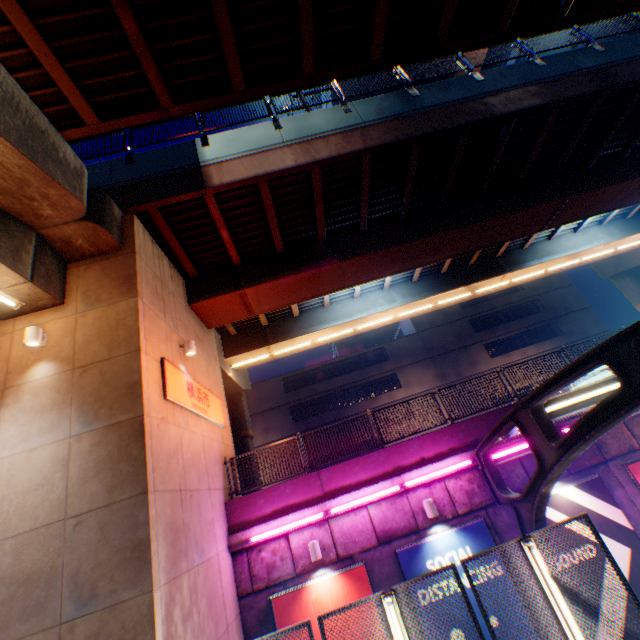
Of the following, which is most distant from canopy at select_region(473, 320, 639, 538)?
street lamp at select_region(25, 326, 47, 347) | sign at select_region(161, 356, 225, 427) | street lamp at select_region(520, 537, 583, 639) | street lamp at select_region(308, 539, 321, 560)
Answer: street lamp at select_region(25, 326, 47, 347)

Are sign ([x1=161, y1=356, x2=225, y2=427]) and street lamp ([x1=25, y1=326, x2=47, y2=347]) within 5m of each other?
yes

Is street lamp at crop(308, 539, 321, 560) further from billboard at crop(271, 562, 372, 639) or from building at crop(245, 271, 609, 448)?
building at crop(245, 271, 609, 448)

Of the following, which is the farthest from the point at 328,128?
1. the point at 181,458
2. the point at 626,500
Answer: the point at 626,500

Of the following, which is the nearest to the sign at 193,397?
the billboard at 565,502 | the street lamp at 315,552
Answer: the street lamp at 315,552

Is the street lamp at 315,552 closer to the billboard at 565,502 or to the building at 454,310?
the billboard at 565,502

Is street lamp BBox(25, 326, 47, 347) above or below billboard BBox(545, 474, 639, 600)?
above

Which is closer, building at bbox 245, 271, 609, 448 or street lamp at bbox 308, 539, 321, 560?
street lamp at bbox 308, 539, 321, 560
